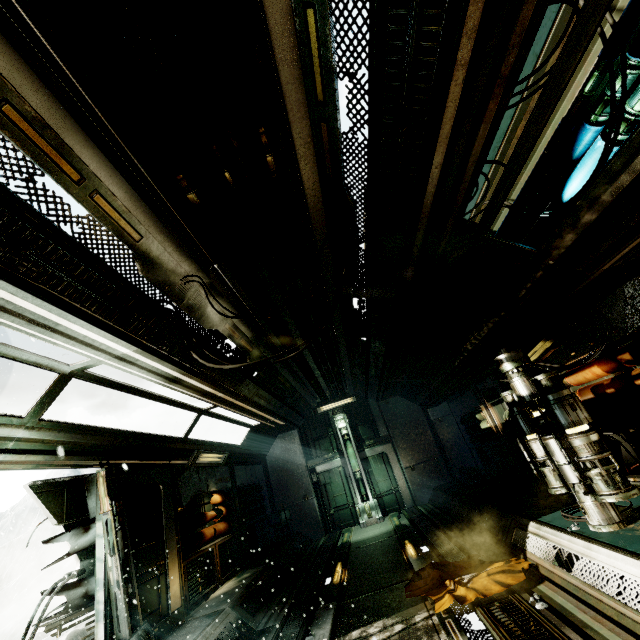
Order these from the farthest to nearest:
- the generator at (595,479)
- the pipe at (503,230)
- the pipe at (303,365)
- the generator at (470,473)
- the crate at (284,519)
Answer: the crate at (284,519), the generator at (470,473), the pipe at (303,365), the pipe at (503,230), the generator at (595,479)

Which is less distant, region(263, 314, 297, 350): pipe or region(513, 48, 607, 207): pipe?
region(513, 48, 607, 207): pipe

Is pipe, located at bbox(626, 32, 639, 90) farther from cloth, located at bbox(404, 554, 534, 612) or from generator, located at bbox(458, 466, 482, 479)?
generator, located at bbox(458, 466, 482, 479)

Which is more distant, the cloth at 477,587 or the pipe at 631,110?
the cloth at 477,587

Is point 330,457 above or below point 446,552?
above

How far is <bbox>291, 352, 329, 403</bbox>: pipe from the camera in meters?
7.7

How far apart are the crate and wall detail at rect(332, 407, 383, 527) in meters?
2.4 m

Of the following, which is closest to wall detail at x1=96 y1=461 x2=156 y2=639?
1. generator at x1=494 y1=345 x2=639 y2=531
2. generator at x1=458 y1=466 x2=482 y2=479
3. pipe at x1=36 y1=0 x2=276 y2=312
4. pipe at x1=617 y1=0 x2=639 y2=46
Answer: pipe at x1=36 y1=0 x2=276 y2=312
